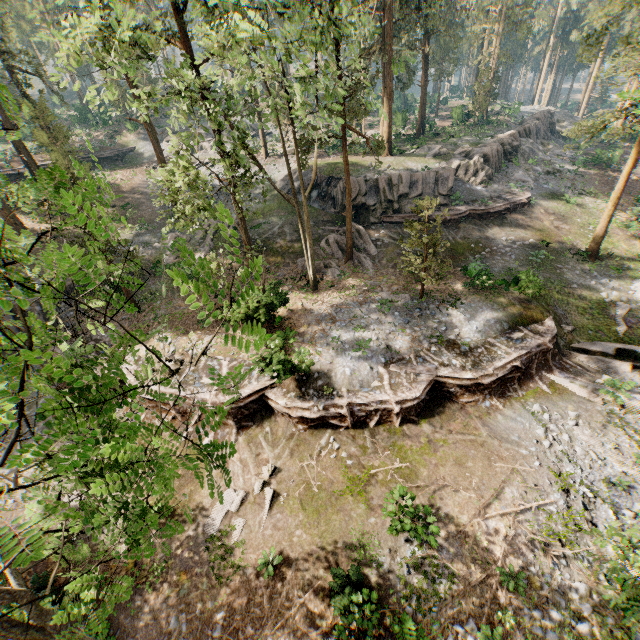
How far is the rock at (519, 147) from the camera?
27.9m

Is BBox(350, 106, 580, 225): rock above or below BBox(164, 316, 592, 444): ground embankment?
above

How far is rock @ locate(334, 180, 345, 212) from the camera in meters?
28.5 m

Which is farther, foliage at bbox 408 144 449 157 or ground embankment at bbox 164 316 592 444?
foliage at bbox 408 144 449 157

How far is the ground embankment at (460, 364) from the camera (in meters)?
15.75

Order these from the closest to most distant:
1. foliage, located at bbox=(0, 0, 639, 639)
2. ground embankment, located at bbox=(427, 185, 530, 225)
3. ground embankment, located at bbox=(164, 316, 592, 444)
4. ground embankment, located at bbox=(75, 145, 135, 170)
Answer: foliage, located at bbox=(0, 0, 639, 639) < ground embankment, located at bbox=(164, 316, 592, 444) < ground embankment, located at bbox=(427, 185, 530, 225) < ground embankment, located at bbox=(75, 145, 135, 170)

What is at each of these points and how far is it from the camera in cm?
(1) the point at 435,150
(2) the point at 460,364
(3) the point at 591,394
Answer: (1) foliage, 3338
(2) ground embankment, 1683
(3) foliage, 1648

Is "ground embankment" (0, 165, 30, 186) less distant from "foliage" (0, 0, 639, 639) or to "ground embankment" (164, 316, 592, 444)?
"foliage" (0, 0, 639, 639)
